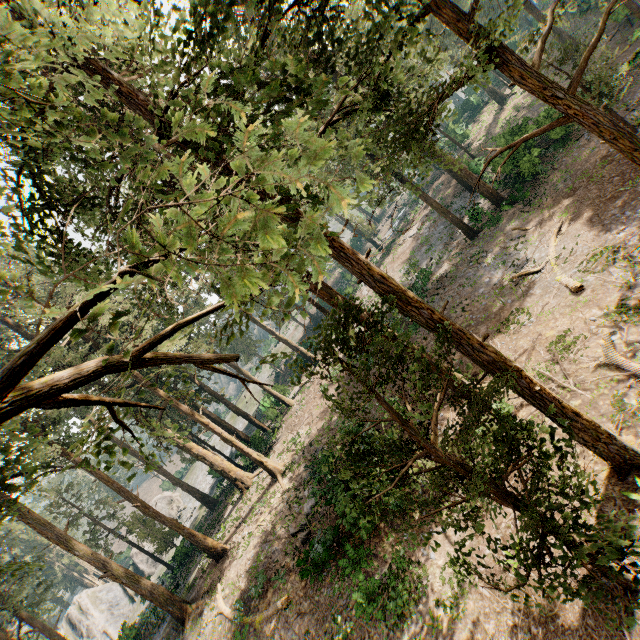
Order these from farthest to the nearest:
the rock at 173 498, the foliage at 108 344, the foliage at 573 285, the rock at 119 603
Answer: the rock at 173 498
the rock at 119 603
the foliage at 573 285
the foliage at 108 344

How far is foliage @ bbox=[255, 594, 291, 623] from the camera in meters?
15.3

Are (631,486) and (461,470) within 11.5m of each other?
yes

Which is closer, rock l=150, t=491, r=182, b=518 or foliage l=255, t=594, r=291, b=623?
foliage l=255, t=594, r=291, b=623

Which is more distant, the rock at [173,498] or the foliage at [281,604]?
the rock at [173,498]
